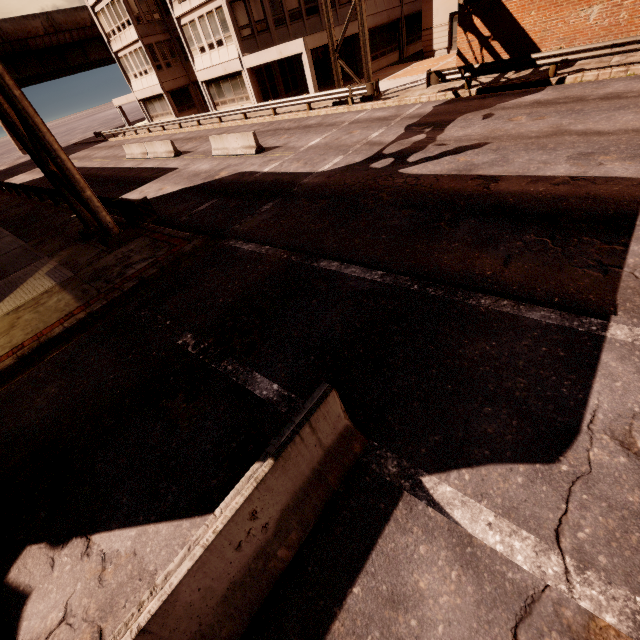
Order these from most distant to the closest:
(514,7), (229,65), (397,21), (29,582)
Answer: (397,21) < (229,65) < (514,7) < (29,582)

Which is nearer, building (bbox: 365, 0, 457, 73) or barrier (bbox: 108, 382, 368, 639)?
barrier (bbox: 108, 382, 368, 639)

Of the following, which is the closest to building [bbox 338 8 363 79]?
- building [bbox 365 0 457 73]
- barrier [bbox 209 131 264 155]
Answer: building [bbox 365 0 457 73]

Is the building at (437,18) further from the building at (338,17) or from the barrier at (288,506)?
the barrier at (288,506)

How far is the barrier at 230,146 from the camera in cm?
1659

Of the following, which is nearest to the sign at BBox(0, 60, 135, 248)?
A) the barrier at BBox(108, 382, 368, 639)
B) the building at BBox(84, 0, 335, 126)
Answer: the building at BBox(84, 0, 335, 126)

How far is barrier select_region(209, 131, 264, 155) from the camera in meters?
16.6 m

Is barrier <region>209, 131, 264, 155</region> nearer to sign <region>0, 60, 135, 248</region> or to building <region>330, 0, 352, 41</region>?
sign <region>0, 60, 135, 248</region>
